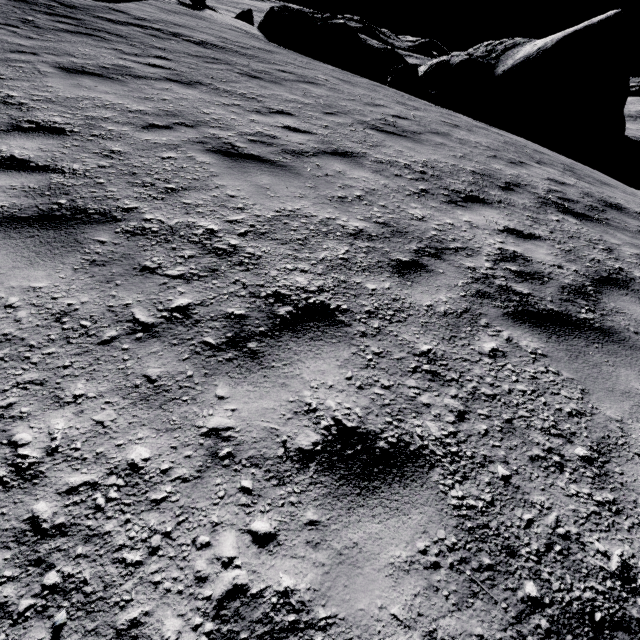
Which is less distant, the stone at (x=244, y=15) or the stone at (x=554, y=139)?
the stone at (x=554, y=139)

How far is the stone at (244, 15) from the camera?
30.0 meters

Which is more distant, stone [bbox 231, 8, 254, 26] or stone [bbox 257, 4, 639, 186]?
stone [bbox 231, 8, 254, 26]

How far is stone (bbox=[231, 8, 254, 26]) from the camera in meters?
30.0 m

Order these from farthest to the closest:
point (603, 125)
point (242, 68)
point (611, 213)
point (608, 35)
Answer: point (608, 35), point (603, 125), point (242, 68), point (611, 213)
